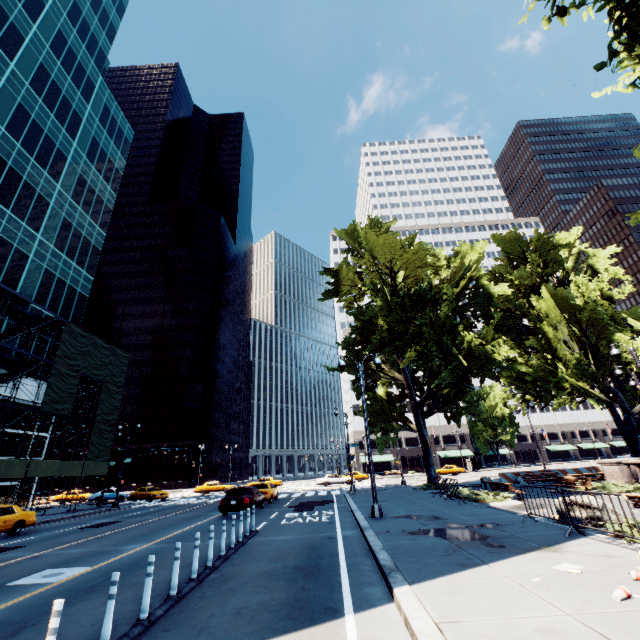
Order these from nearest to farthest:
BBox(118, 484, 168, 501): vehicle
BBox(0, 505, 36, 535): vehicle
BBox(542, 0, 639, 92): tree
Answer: BBox(542, 0, 639, 92): tree, BBox(0, 505, 36, 535): vehicle, BBox(118, 484, 168, 501): vehicle

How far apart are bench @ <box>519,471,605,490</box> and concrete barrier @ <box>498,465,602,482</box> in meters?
6.9

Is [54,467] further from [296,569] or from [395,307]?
[395,307]

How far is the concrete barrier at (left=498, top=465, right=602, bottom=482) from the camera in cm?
2792

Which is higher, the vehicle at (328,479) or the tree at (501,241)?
the tree at (501,241)

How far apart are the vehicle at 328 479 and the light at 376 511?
30.51m

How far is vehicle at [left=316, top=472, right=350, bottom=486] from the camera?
42.00m

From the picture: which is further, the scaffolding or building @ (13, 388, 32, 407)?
building @ (13, 388, 32, 407)
